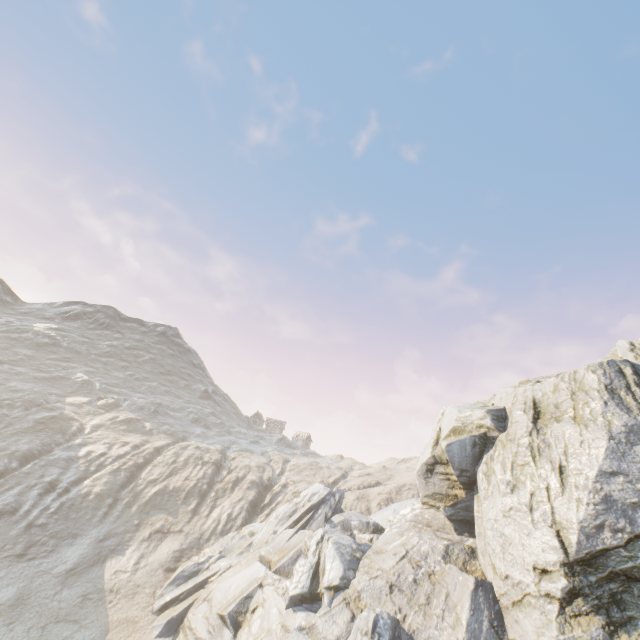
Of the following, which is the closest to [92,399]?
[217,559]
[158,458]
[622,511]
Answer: [158,458]
